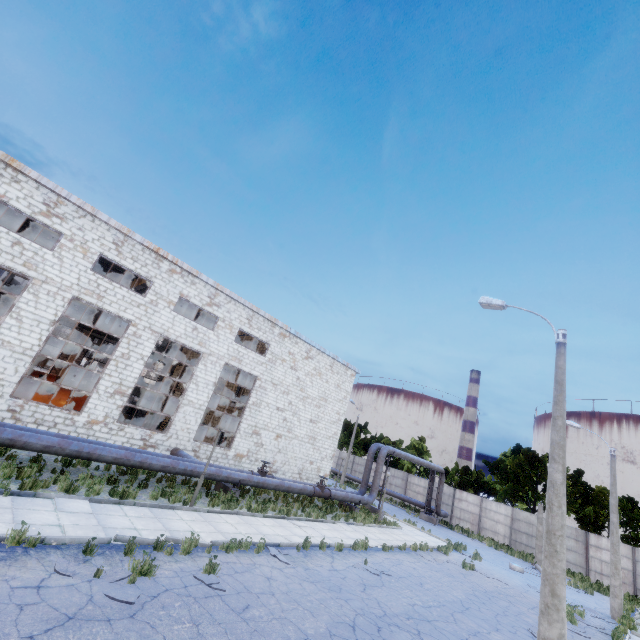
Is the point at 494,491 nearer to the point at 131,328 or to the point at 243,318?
the point at 243,318

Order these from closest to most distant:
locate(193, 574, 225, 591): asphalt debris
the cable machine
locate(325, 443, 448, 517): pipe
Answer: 1. locate(193, 574, 225, 591): asphalt debris
2. the cable machine
3. locate(325, 443, 448, 517): pipe

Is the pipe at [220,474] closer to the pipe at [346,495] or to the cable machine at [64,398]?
the pipe at [346,495]

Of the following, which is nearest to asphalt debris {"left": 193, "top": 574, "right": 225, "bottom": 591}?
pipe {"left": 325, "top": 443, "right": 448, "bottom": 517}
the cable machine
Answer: pipe {"left": 325, "top": 443, "right": 448, "bottom": 517}

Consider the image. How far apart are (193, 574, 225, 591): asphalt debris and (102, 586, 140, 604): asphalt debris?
1.60m

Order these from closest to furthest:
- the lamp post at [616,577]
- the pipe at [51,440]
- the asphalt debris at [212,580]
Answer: the asphalt debris at [212,580] < the pipe at [51,440] < the lamp post at [616,577]

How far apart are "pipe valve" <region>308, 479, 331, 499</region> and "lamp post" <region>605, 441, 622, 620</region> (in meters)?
16.03

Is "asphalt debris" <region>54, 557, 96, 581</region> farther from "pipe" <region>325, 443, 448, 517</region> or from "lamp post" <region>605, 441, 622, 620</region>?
"lamp post" <region>605, 441, 622, 620</region>
